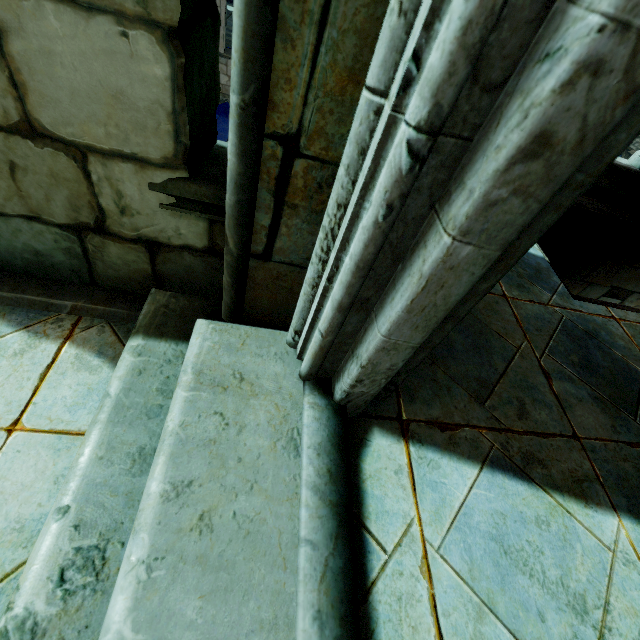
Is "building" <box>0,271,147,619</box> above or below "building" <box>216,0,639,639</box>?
below

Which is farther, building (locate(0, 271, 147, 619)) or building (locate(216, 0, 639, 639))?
building (locate(0, 271, 147, 619))

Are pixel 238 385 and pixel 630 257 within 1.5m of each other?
no

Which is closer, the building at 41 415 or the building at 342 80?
the building at 342 80

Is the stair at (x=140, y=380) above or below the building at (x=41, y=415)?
above

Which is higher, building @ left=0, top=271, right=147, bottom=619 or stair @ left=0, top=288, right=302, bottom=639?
stair @ left=0, top=288, right=302, bottom=639
